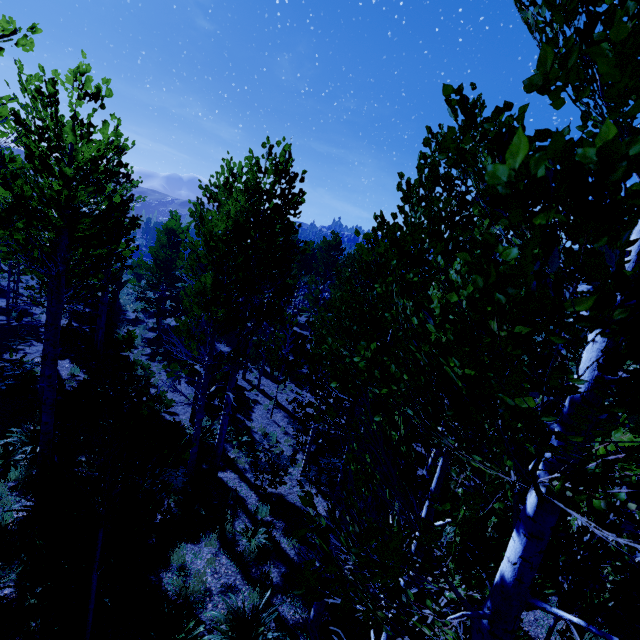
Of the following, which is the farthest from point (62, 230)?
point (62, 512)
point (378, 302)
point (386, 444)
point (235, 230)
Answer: point (386, 444)

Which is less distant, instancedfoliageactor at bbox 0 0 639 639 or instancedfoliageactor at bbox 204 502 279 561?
instancedfoliageactor at bbox 0 0 639 639

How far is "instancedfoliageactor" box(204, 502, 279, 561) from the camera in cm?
735

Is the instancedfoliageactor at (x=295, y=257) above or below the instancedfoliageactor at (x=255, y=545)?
above

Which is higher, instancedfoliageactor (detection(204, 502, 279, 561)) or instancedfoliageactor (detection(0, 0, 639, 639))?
instancedfoliageactor (detection(0, 0, 639, 639))

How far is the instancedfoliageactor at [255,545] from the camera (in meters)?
7.35
